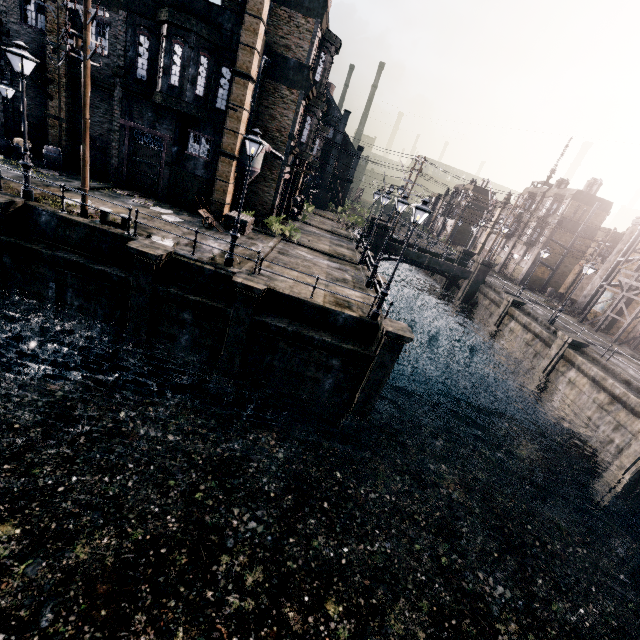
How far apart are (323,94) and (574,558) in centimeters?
3450cm

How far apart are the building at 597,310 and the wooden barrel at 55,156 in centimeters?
5247cm

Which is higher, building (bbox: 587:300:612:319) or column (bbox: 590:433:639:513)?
building (bbox: 587:300:612:319)

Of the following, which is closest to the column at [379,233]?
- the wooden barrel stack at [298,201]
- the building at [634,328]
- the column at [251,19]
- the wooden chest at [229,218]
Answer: the wooden barrel stack at [298,201]

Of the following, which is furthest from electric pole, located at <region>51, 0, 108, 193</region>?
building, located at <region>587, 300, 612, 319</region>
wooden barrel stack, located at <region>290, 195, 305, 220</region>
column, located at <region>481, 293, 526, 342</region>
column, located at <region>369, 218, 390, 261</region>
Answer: building, located at <region>587, 300, 612, 319</region>

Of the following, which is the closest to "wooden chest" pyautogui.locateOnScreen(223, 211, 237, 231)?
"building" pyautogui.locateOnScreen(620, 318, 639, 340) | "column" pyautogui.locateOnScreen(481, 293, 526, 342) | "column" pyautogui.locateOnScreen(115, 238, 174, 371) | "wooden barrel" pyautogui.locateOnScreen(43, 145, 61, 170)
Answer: "column" pyautogui.locateOnScreen(115, 238, 174, 371)

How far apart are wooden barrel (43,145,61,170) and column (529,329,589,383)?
37.5 meters

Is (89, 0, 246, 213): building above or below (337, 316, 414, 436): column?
above
